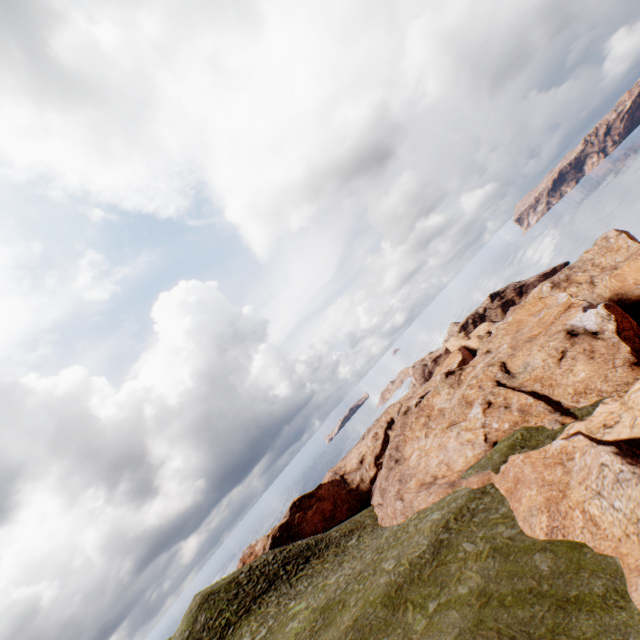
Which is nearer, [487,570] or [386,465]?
[487,570]
